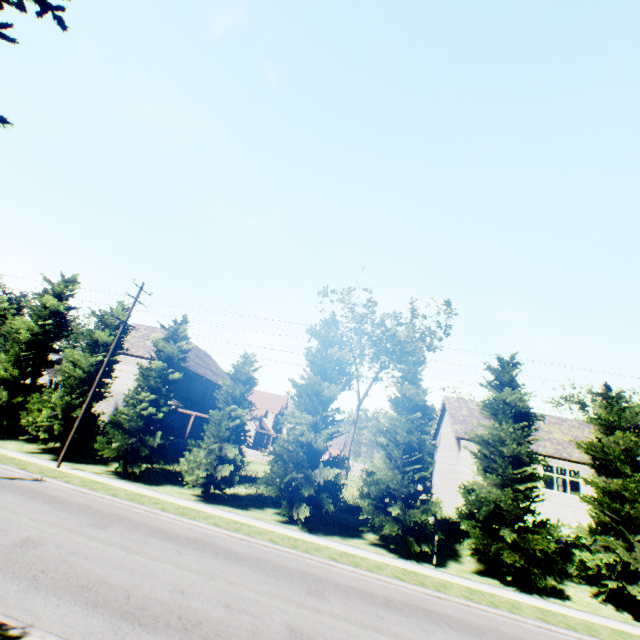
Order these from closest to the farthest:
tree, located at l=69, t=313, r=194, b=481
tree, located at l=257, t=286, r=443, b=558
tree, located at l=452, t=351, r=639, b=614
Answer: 1. tree, located at l=452, t=351, r=639, b=614
2. tree, located at l=257, t=286, r=443, b=558
3. tree, located at l=69, t=313, r=194, b=481

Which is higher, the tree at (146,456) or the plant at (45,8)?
the plant at (45,8)

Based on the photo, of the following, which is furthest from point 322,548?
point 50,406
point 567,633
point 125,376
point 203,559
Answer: point 125,376

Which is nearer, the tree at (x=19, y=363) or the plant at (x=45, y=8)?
the plant at (x=45, y=8)

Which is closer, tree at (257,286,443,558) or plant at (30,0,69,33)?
plant at (30,0,69,33)

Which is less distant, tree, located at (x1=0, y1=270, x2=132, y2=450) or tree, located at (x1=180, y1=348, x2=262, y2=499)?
tree, located at (x1=180, y1=348, x2=262, y2=499)
